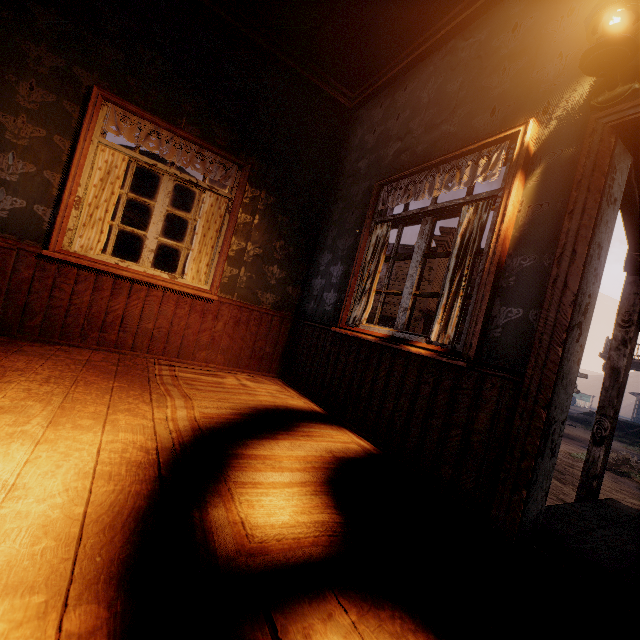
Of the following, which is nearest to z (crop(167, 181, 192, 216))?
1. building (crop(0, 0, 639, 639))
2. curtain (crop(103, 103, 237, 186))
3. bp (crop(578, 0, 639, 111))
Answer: building (crop(0, 0, 639, 639))

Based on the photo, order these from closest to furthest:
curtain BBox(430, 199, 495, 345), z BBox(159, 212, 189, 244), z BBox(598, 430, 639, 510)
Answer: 1. curtain BBox(430, 199, 495, 345)
2. z BBox(598, 430, 639, 510)
3. z BBox(159, 212, 189, 244)

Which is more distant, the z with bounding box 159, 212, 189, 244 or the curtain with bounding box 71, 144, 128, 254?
the z with bounding box 159, 212, 189, 244

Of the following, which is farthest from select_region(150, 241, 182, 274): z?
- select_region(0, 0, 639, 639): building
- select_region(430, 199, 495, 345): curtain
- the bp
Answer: the bp

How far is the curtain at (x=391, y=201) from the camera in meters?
2.2

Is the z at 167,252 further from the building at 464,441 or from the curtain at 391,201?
the curtain at 391,201

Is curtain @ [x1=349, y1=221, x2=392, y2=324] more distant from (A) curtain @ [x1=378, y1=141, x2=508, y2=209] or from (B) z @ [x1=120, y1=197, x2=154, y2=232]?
(B) z @ [x1=120, y1=197, x2=154, y2=232]

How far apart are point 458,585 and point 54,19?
5.0m
